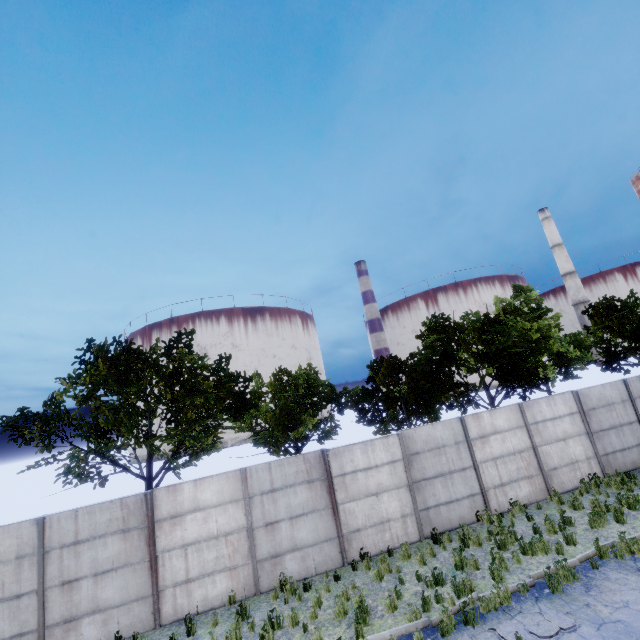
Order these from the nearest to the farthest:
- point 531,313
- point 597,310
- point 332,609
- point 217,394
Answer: point 332,609, point 217,394, point 531,313, point 597,310
